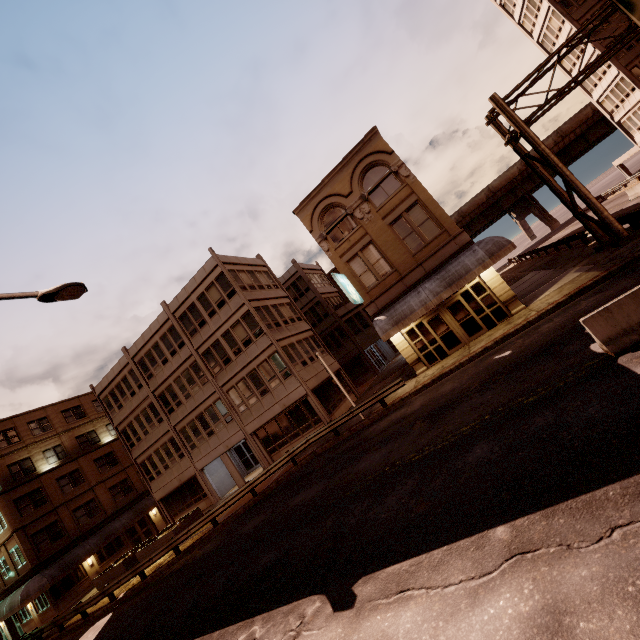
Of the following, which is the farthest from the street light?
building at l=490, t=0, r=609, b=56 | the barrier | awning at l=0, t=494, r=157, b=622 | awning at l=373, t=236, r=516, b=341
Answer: building at l=490, t=0, r=609, b=56

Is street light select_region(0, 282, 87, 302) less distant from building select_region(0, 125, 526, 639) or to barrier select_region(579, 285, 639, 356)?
barrier select_region(579, 285, 639, 356)

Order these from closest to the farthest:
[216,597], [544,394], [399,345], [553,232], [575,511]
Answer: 1. [575,511]
2. [544,394]
3. [216,597]
4. [399,345]
5. [553,232]

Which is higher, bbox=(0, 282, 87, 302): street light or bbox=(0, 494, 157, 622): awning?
bbox=(0, 282, 87, 302): street light

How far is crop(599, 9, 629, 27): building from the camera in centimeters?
3453cm

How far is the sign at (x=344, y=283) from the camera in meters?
18.8

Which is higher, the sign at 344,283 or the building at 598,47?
the building at 598,47

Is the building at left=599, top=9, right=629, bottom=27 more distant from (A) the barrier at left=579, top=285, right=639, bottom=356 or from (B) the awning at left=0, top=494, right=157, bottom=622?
(B) the awning at left=0, top=494, right=157, bottom=622
